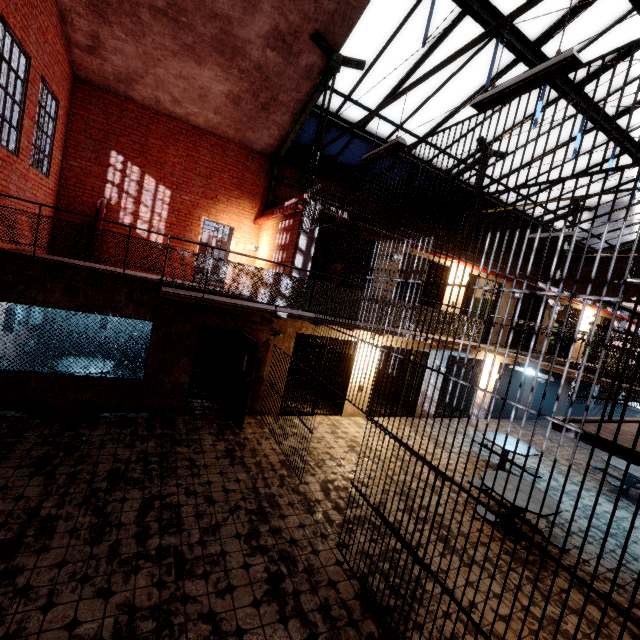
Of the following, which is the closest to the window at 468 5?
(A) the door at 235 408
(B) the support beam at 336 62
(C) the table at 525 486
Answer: (B) the support beam at 336 62

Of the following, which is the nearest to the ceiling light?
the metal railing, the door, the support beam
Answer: the support beam

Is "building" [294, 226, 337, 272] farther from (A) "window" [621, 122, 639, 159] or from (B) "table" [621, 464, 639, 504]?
(B) "table" [621, 464, 639, 504]

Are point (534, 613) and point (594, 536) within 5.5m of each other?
yes

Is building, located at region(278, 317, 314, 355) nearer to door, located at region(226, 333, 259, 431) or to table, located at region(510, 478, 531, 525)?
door, located at region(226, 333, 259, 431)

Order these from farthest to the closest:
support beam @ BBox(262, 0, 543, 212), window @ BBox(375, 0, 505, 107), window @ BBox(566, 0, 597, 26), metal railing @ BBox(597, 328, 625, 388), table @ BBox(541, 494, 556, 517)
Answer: window @ BBox(375, 0, 505, 107), window @ BBox(566, 0, 597, 26), table @ BBox(541, 494, 556, 517), support beam @ BBox(262, 0, 543, 212), metal railing @ BBox(597, 328, 625, 388)

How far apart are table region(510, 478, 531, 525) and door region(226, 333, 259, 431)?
5.0 meters

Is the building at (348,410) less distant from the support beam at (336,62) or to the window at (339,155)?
the support beam at (336,62)
